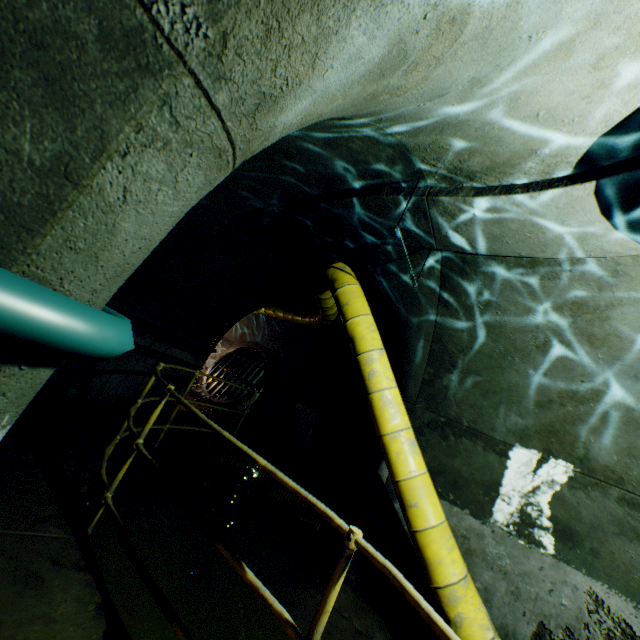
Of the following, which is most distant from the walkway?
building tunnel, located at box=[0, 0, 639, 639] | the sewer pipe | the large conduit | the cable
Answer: the sewer pipe

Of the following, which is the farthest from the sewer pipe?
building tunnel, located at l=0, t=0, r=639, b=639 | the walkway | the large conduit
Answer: the walkway

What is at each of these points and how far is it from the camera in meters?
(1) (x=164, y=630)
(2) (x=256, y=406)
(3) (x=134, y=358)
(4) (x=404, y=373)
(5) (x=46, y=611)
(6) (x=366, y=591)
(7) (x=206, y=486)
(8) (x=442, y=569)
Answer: (1) building tunnel, 3.2 m
(2) sewer pipe, 11.6 m
(3) building tunnel, 5.9 m
(4) building tunnel, 4.9 m
(5) walkway, 1.8 m
(6) building tunnel, 4.1 m
(7) building tunnel, 6.6 m
(8) large conduit, 3.1 m

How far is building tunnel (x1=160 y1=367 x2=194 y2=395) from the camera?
6.6 meters

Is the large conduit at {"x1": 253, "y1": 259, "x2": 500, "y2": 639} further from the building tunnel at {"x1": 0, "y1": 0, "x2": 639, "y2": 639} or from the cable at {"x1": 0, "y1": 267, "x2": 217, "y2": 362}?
the cable at {"x1": 0, "y1": 267, "x2": 217, "y2": 362}

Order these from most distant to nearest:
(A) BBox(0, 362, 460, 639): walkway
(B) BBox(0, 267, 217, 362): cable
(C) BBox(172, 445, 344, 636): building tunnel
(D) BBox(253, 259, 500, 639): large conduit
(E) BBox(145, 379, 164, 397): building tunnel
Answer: (E) BBox(145, 379, 164, 397): building tunnel < (C) BBox(172, 445, 344, 636): building tunnel < (D) BBox(253, 259, 500, 639): large conduit < (A) BBox(0, 362, 460, 639): walkway < (B) BBox(0, 267, 217, 362): cable

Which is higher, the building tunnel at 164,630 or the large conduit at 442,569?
the large conduit at 442,569

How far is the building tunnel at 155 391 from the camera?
6.5 meters
